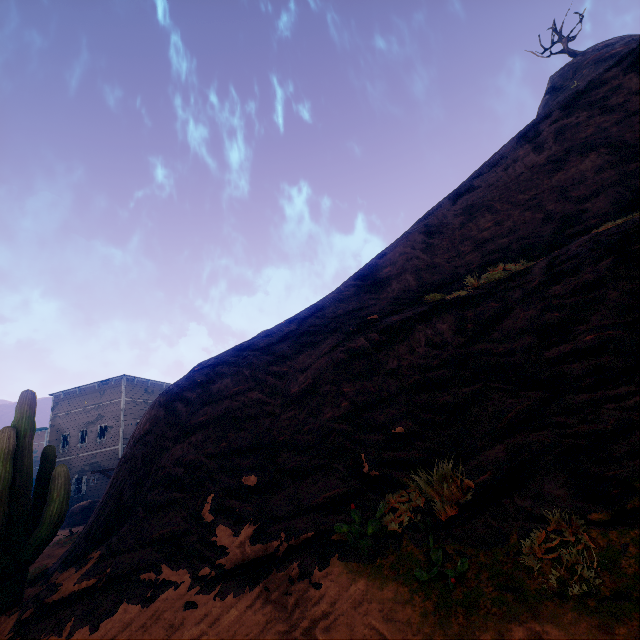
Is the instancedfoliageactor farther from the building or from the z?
the building

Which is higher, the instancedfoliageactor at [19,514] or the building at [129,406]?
the building at [129,406]

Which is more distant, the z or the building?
the building

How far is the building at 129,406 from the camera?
26.9 meters

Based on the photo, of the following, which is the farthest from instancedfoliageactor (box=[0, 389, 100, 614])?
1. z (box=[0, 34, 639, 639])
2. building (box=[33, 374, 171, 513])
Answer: building (box=[33, 374, 171, 513])

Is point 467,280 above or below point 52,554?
above

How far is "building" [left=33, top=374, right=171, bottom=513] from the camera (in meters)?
26.94

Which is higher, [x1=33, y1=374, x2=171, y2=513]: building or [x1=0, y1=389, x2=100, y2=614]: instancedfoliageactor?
[x1=33, y1=374, x2=171, y2=513]: building
